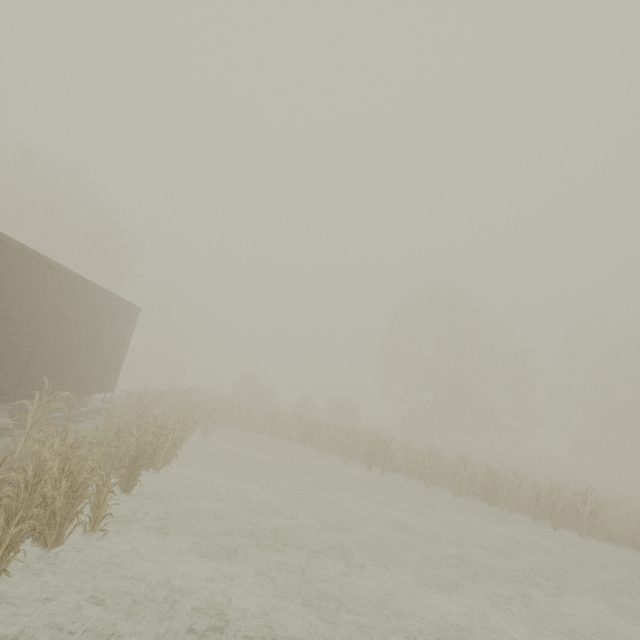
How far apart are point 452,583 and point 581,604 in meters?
3.5 m
